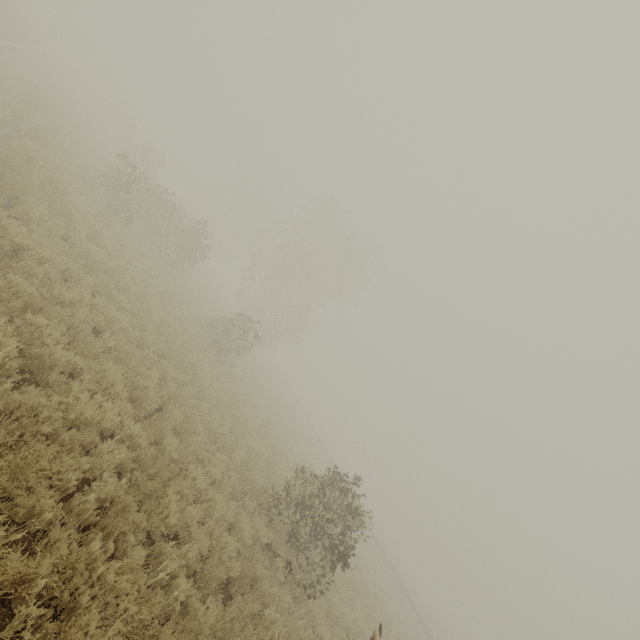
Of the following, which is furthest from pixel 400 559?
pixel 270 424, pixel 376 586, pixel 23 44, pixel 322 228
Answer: pixel 23 44
